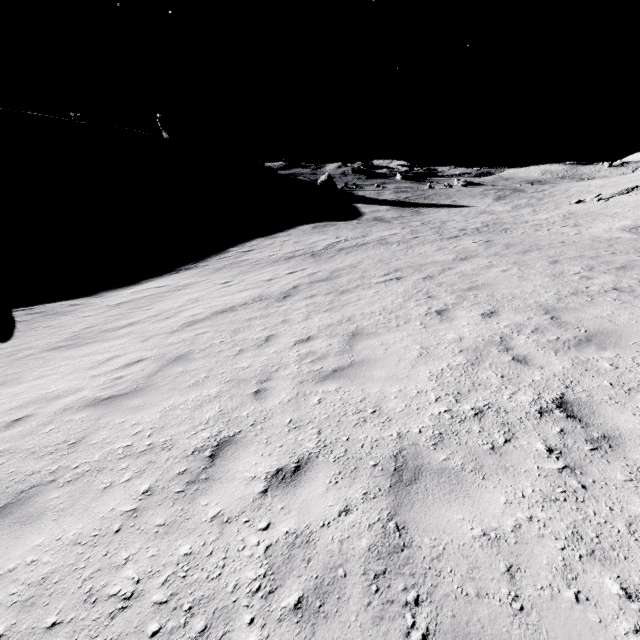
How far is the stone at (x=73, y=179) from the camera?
53.2m

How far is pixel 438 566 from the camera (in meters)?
2.28

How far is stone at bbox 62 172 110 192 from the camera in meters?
53.2
